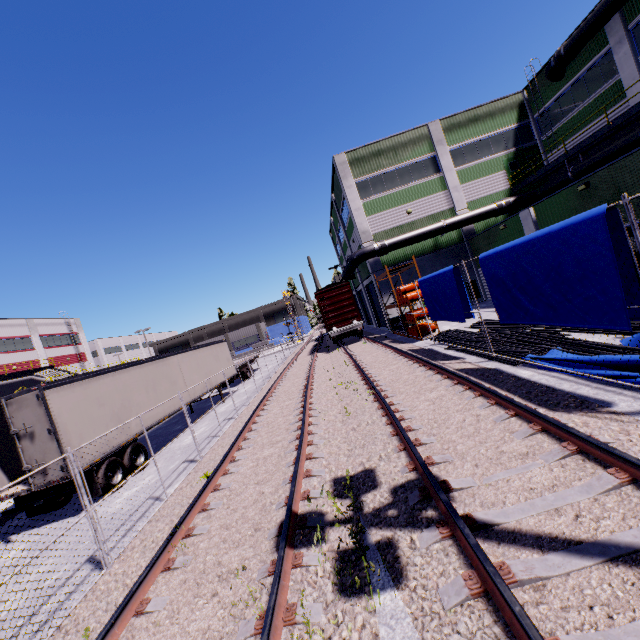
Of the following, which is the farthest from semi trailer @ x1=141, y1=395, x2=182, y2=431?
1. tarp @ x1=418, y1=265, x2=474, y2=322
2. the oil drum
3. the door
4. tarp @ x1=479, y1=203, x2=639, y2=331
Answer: the door

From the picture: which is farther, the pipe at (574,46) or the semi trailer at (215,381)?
the semi trailer at (215,381)

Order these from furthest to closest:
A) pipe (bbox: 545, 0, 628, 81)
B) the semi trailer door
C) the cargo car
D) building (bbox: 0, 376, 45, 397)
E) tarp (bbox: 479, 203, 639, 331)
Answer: building (bbox: 0, 376, 45, 397)
the cargo car
pipe (bbox: 545, 0, 628, 81)
the semi trailer door
tarp (bbox: 479, 203, 639, 331)

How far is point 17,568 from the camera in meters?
7.4

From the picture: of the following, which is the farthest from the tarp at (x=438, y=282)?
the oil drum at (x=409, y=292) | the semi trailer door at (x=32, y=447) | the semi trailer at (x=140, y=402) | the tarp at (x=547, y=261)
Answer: the semi trailer door at (x=32, y=447)

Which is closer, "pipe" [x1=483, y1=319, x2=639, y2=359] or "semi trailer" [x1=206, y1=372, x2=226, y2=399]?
"pipe" [x1=483, y1=319, x2=639, y2=359]

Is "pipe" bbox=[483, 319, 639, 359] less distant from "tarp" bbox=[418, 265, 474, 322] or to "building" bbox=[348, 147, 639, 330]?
"tarp" bbox=[418, 265, 474, 322]

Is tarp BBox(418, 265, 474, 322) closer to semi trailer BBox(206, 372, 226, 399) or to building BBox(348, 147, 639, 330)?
semi trailer BBox(206, 372, 226, 399)
